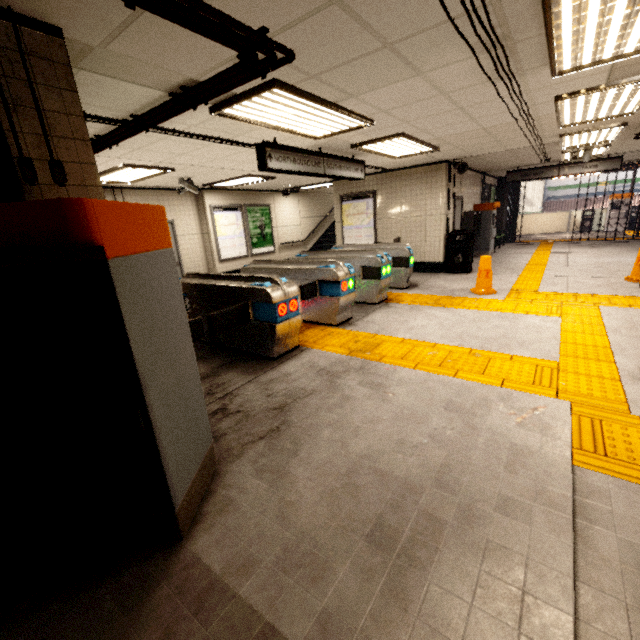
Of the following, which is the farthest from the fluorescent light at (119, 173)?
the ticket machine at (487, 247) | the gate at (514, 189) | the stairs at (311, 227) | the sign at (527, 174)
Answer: the gate at (514, 189)

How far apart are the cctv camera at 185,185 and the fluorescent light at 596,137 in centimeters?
798cm

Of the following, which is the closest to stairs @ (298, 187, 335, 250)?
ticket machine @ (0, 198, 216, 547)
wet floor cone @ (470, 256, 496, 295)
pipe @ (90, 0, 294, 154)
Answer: wet floor cone @ (470, 256, 496, 295)

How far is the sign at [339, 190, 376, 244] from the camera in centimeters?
994cm

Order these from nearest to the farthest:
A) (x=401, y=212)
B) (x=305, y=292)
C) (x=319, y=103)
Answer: (x=319, y=103)
(x=305, y=292)
(x=401, y=212)

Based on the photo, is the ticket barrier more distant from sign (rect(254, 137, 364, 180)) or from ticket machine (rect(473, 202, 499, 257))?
ticket machine (rect(473, 202, 499, 257))

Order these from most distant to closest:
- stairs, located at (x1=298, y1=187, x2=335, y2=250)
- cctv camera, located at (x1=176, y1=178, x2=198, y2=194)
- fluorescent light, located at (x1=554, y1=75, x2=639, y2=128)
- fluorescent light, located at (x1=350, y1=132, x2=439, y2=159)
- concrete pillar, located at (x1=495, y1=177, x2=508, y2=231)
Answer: concrete pillar, located at (x1=495, y1=177, x2=508, y2=231)
stairs, located at (x1=298, y1=187, x2=335, y2=250)
cctv camera, located at (x1=176, y1=178, x2=198, y2=194)
fluorescent light, located at (x1=350, y1=132, x2=439, y2=159)
fluorescent light, located at (x1=554, y1=75, x2=639, y2=128)

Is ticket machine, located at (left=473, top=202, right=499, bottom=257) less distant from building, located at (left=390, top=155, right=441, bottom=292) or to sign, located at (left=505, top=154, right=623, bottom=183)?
sign, located at (left=505, top=154, right=623, bottom=183)
